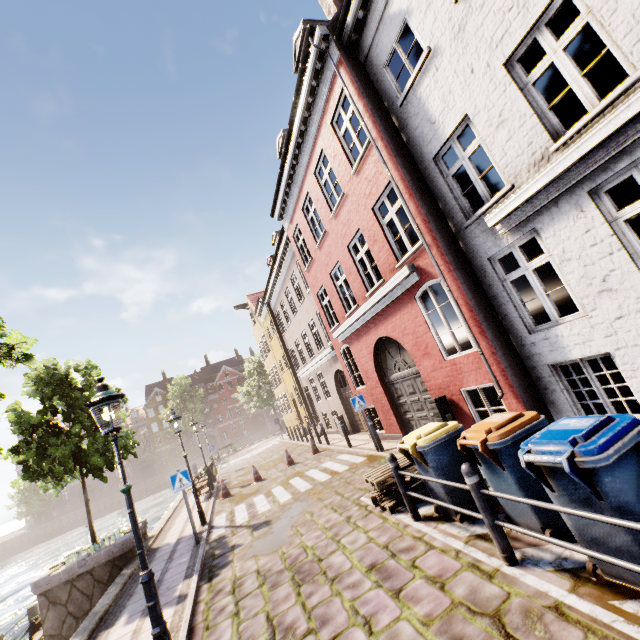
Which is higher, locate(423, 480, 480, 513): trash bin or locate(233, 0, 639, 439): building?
locate(233, 0, 639, 439): building

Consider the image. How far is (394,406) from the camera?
11.1m

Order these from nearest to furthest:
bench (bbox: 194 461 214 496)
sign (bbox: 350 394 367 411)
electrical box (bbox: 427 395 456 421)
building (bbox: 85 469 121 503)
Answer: electrical box (bbox: 427 395 456 421) → sign (bbox: 350 394 367 411) → bench (bbox: 194 461 214 496) → building (bbox: 85 469 121 503)

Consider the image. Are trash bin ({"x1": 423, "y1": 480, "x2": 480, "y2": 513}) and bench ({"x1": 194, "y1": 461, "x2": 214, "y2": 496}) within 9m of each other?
no

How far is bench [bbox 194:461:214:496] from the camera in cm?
1502

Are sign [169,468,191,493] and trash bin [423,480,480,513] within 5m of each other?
no

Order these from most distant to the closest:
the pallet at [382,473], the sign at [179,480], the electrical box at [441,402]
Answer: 1. the sign at [179,480]
2. the electrical box at [441,402]
3. the pallet at [382,473]

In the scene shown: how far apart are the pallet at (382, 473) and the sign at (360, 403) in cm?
351
